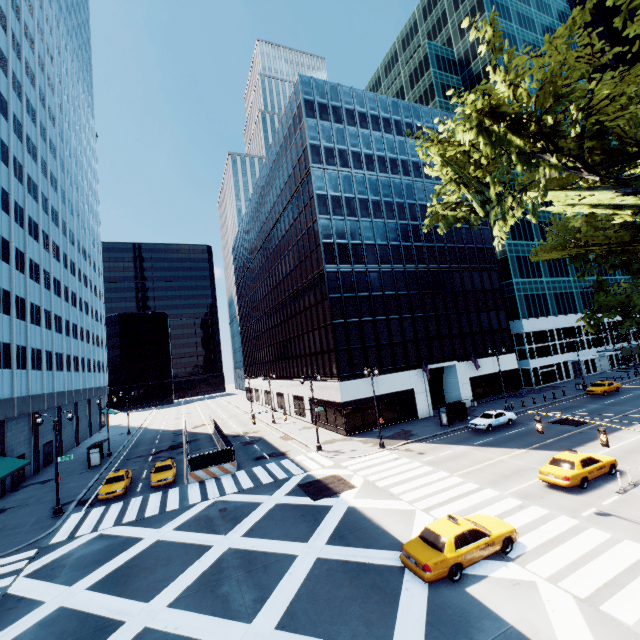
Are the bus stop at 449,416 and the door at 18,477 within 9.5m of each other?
no

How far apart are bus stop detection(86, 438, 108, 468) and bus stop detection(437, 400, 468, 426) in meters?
39.5 m

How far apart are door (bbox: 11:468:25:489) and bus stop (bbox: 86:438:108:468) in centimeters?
559cm

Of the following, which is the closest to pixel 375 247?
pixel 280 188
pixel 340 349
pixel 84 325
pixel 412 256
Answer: pixel 412 256

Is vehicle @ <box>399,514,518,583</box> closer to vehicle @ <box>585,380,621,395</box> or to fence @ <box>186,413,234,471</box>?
fence @ <box>186,413,234,471</box>

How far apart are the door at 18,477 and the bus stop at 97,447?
5.59m

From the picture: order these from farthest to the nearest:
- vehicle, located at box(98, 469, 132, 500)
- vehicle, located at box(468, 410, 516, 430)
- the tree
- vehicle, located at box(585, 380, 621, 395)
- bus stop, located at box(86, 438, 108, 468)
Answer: vehicle, located at box(585, 380, 621, 395) < bus stop, located at box(86, 438, 108, 468) < vehicle, located at box(468, 410, 516, 430) < vehicle, located at box(98, 469, 132, 500) < the tree

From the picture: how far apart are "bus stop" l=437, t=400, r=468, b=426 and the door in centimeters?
4385cm
